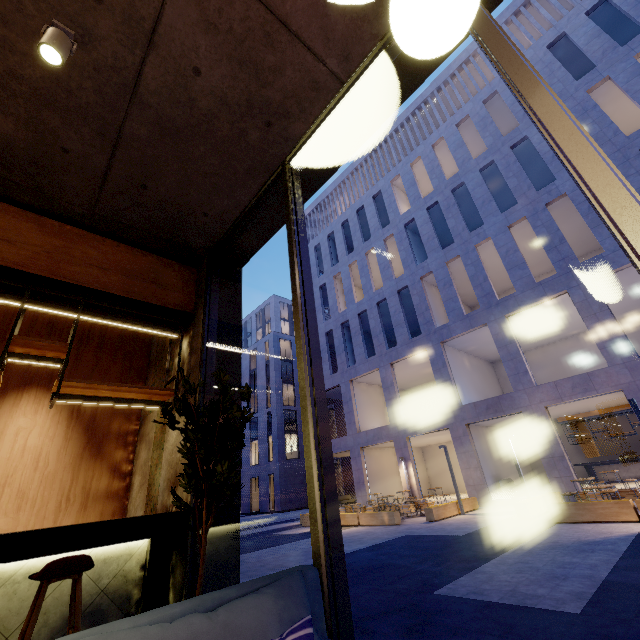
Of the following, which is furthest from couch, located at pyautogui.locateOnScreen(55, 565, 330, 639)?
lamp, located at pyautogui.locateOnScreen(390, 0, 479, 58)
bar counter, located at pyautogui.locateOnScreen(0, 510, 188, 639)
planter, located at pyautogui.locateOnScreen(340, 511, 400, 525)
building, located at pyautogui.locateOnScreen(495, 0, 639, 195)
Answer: building, located at pyautogui.locateOnScreen(495, 0, 639, 195)

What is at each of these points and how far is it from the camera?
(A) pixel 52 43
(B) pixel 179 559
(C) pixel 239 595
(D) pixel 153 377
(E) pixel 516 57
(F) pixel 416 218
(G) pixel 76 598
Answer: (A) lamp, 2.32m
(B) building, 3.24m
(C) couch, 1.48m
(D) building, 5.53m
(E) window frame, 1.74m
(F) building, 24.02m
(G) chair, 2.43m

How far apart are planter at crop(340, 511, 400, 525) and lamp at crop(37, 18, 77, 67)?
15.7m

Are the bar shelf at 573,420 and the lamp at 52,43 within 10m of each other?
no

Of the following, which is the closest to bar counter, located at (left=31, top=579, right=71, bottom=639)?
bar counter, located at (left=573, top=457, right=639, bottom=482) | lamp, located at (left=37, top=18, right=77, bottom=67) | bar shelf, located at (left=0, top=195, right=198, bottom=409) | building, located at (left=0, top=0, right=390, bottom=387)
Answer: building, located at (left=0, top=0, right=390, bottom=387)

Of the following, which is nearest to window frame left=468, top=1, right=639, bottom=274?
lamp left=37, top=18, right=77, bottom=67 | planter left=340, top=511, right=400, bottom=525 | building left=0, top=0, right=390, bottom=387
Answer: building left=0, top=0, right=390, bottom=387

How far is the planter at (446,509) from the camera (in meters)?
13.09

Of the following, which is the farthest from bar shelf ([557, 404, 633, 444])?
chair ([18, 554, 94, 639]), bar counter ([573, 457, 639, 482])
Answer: chair ([18, 554, 94, 639])
